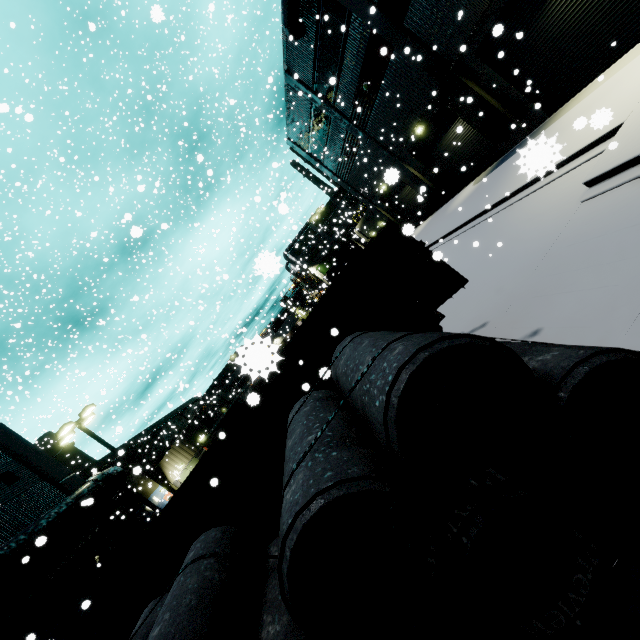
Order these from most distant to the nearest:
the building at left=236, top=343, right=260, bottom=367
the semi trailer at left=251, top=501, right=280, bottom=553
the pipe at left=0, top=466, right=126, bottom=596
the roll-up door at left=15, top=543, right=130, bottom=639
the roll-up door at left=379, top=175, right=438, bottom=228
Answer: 1. the roll-up door at left=379, top=175, right=438, bottom=228
2. the roll-up door at left=15, top=543, right=130, bottom=639
3. the pipe at left=0, top=466, right=126, bottom=596
4. the semi trailer at left=251, top=501, right=280, bottom=553
5. the building at left=236, top=343, right=260, bottom=367

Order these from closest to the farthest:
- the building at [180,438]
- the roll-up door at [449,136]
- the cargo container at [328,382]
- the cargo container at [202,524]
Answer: the cargo container at [328,382], the cargo container at [202,524], the roll-up door at [449,136], the building at [180,438]

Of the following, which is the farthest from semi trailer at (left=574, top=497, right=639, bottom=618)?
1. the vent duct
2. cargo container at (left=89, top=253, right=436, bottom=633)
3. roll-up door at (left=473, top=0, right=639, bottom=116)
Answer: the vent duct

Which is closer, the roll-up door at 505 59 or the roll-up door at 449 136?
the roll-up door at 505 59

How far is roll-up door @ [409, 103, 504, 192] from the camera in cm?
1792

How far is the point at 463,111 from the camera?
16.77m

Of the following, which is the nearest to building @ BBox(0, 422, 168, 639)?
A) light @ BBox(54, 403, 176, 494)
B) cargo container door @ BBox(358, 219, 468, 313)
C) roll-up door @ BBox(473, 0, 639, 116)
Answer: roll-up door @ BBox(473, 0, 639, 116)

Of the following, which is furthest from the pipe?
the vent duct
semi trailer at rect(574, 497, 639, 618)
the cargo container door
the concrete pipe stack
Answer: the concrete pipe stack
